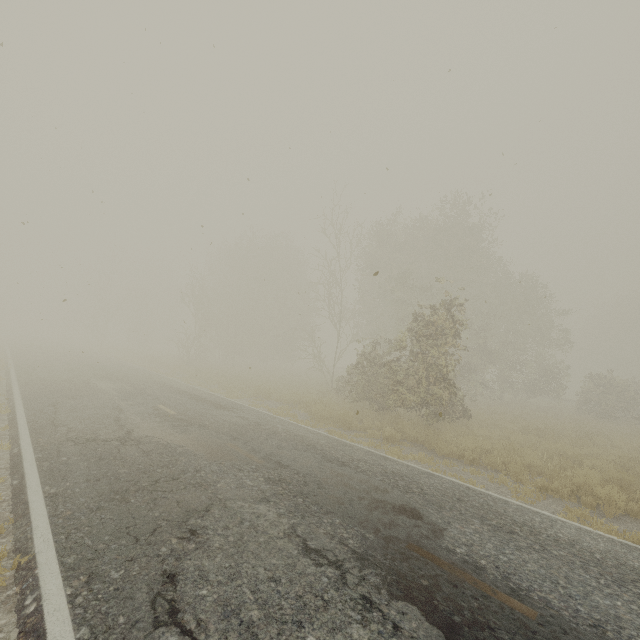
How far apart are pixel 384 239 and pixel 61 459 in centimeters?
2253cm
